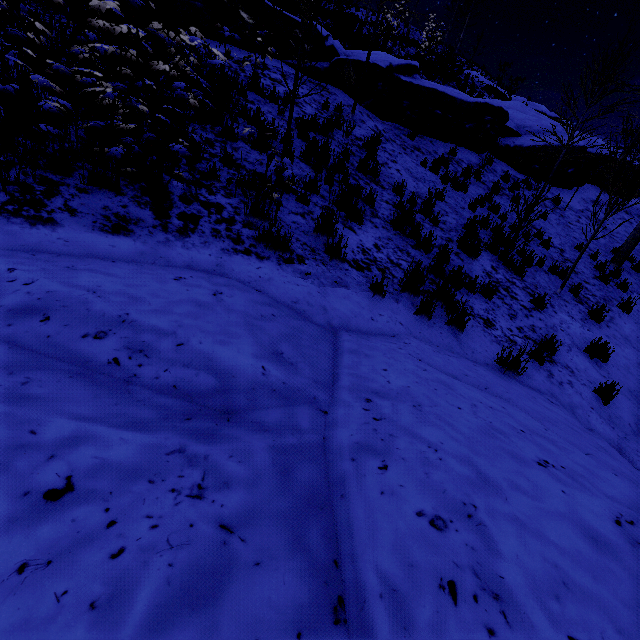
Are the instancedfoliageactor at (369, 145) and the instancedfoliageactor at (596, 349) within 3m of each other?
no

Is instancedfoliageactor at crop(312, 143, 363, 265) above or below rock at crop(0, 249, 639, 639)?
above

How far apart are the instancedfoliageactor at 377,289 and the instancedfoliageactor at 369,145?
4.5 meters

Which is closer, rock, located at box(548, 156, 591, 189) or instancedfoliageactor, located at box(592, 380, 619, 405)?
instancedfoliageactor, located at box(592, 380, 619, 405)

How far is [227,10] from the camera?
9.8 meters

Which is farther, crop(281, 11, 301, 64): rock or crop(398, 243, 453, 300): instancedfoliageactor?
crop(281, 11, 301, 64): rock

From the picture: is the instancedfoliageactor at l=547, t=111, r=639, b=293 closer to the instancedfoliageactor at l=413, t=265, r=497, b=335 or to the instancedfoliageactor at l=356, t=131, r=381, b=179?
the instancedfoliageactor at l=413, t=265, r=497, b=335

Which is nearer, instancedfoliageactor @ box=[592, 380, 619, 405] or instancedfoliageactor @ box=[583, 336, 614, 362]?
instancedfoliageactor @ box=[592, 380, 619, 405]
